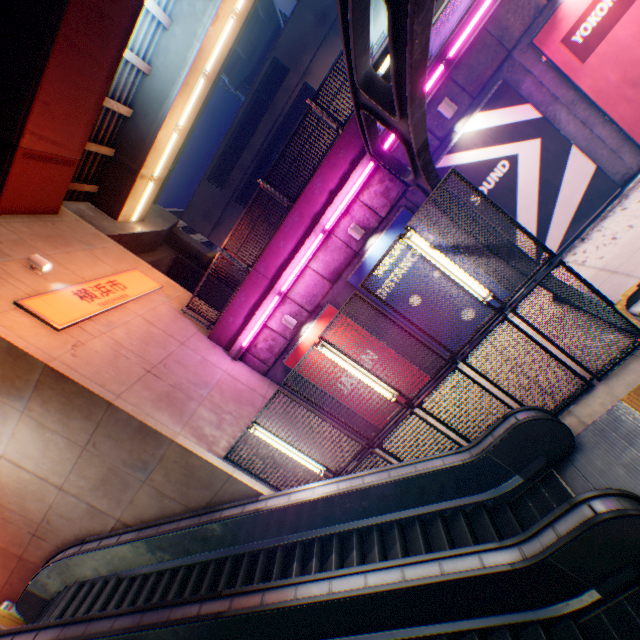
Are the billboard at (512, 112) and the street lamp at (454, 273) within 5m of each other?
yes

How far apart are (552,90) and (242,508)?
12.6 meters

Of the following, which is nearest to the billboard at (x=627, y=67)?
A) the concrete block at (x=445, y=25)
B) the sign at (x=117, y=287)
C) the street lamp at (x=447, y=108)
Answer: the concrete block at (x=445, y=25)

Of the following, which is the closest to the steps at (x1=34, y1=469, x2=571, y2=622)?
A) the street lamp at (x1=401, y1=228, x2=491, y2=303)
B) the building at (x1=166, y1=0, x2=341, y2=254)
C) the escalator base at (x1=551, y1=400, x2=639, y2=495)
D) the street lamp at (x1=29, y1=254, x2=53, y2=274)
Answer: the escalator base at (x1=551, y1=400, x2=639, y2=495)

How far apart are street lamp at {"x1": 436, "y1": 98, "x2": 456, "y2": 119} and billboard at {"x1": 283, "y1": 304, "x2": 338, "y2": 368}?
5.8 meters

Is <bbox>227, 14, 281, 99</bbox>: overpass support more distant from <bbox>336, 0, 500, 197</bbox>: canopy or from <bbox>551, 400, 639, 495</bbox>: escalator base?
<bbox>551, 400, 639, 495</bbox>: escalator base

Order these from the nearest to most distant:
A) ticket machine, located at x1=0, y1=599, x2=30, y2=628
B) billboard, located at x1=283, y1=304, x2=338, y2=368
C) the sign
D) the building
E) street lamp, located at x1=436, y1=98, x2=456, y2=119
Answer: the sign → street lamp, located at x1=436, y1=98, x2=456, y2=119 → ticket machine, located at x1=0, y1=599, x2=30, y2=628 → billboard, located at x1=283, y1=304, x2=338, y2=368 → the building

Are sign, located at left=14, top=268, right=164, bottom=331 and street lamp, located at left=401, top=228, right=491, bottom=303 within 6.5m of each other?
no
